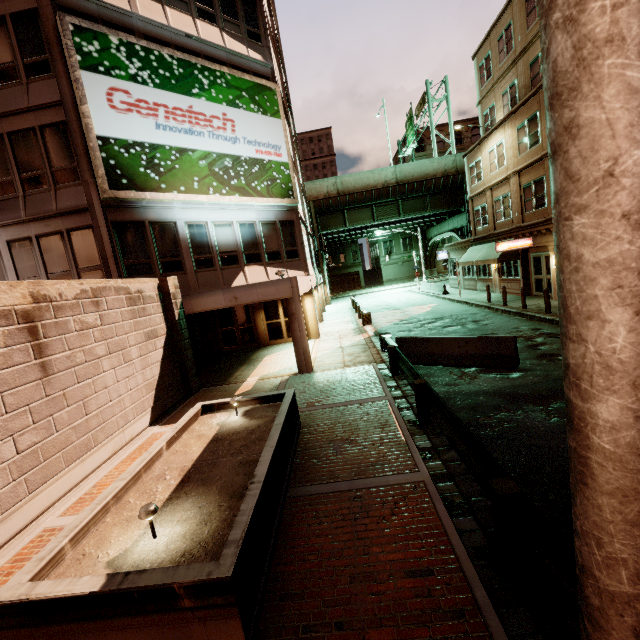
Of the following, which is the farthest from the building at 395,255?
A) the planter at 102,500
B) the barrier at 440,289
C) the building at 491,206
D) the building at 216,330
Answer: the planter at 102,500

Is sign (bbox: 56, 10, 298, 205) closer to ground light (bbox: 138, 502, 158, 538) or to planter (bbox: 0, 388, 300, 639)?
planter (bbox: 0, 388, 300, 639)

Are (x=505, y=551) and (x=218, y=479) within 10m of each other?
yes

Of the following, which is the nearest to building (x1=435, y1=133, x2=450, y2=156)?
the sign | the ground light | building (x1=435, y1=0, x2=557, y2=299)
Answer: building (x1=435, y1=0, x2=557, y2=299)

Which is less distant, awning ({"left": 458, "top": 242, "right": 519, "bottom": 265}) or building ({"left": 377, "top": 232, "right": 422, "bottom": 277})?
awning ({"left": 458, "top": 242, "right": 519, "bottom": 265})

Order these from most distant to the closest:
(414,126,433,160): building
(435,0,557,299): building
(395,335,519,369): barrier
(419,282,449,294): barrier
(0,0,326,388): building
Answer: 1. (414,126,433,160): building
2. (419,282,449,294): barrier
3. (435,0,557,299): building
4. (0,0,326,388): building
5. (395,335,519,369): barrier

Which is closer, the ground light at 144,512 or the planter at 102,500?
the planter at 102,500

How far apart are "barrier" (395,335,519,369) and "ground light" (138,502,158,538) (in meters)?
9.41
